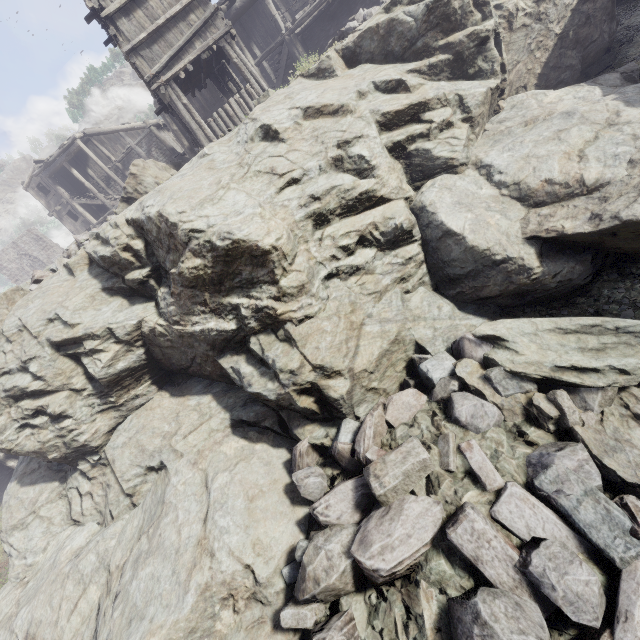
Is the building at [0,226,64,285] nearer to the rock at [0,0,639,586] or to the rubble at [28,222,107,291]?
the rock at [0,0,639,586]

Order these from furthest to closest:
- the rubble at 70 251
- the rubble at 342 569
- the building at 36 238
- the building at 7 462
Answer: the building at 36 238, the building at 7 462, the rubble at 70 251, the rubble at 342 569

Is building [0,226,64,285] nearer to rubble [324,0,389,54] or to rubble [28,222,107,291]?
rubble [324,0,389,54]

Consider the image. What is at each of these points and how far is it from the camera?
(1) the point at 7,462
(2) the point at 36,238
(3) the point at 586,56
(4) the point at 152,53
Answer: (1) building, 17.3m
(2) building, 37.3m
(3) rock, 10.9m
(4) building, 11.8m

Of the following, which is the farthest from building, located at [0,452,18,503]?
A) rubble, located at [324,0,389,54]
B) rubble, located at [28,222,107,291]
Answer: rubble, located at [28,222,107,291]

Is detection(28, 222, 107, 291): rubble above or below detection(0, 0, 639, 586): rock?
above

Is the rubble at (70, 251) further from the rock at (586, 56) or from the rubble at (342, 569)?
the rubble at (342, 569)

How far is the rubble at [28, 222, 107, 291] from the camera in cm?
883
